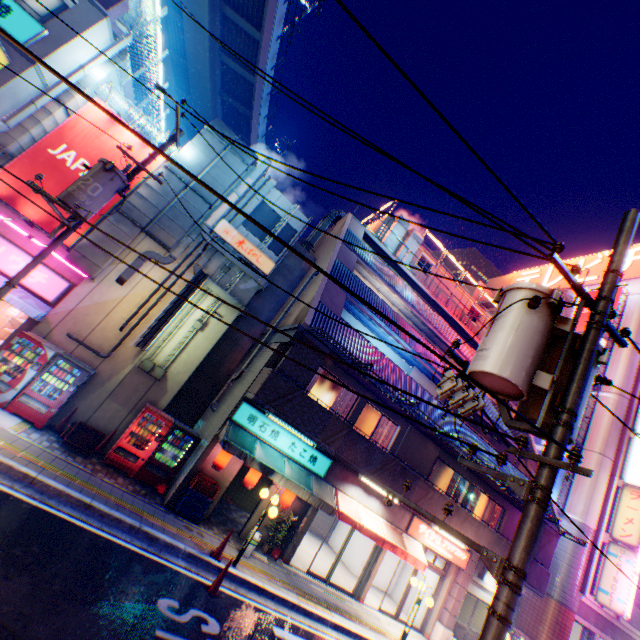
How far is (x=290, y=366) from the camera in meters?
11.4 m

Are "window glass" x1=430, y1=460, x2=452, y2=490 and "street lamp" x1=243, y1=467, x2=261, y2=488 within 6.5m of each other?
no

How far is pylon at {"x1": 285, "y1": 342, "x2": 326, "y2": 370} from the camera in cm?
1150

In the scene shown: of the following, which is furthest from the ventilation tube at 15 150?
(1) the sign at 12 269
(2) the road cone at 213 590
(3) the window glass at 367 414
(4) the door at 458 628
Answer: (4) the door at 458 628

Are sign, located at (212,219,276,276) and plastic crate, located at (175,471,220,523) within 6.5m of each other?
no

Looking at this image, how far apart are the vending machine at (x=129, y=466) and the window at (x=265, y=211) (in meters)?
7.79

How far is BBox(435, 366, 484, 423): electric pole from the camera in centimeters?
553cm

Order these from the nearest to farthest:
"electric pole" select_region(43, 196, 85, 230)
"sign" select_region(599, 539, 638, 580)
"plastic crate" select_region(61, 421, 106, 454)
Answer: "electric pole" select_region(43, 196, 85, 230), "plastic crate" select_region(61, 421, 106, 454), "sign" select_region(599, 539, 638, 580)
